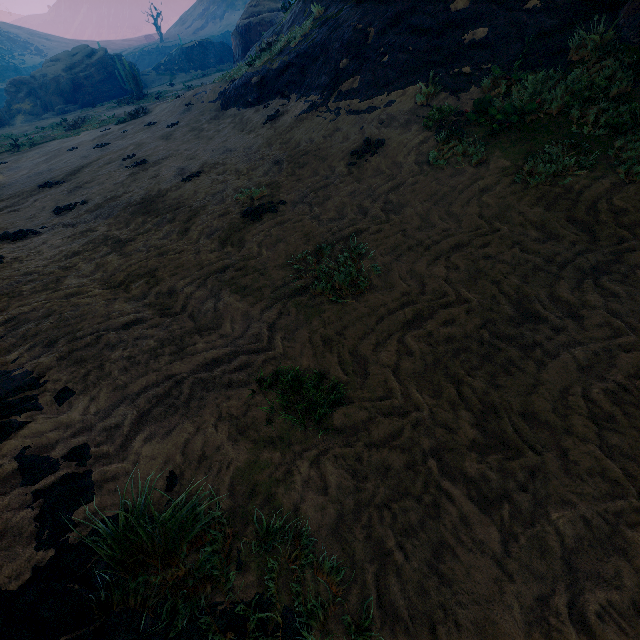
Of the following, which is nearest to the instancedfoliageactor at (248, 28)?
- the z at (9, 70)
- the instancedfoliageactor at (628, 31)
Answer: the instancedfoliageactor at (628, 31)

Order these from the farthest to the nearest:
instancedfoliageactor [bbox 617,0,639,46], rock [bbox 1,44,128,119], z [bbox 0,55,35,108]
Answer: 1. z [bbox 0,55,35,108]
2. rock [bbox 1,44,128,119]
3. instancedfoliageactor [bbox 617,0,639,46]

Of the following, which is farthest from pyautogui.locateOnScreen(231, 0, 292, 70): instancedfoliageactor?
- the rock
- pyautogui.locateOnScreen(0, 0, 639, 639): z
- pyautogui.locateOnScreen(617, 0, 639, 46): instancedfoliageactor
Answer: pyautogui.locateOnScreen(617, 0, 639, 46): instancedfoliageactor

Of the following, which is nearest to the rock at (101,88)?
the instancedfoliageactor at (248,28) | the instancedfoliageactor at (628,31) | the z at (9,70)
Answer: the instancedfoliageactor at (248,28)

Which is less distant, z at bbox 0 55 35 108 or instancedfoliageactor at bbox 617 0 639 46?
instancedfoliageactor at bbox 617 0 639 46

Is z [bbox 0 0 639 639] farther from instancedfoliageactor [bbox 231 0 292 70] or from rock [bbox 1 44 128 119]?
rock [bbox 1 44 128 119]

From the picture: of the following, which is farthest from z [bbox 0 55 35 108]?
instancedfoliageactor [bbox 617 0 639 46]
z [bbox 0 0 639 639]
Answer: instancedfoliageactor [bbox 617 0 639 46]

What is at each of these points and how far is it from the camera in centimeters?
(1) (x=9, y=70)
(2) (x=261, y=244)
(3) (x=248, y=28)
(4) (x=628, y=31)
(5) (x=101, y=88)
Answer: (1) z, 5650cm
(2) z, 489cm
(3) instancedfoliageactor, 2416cm
(4) instancedfoliageactor, 499cm
(5) rock, 3578cm
